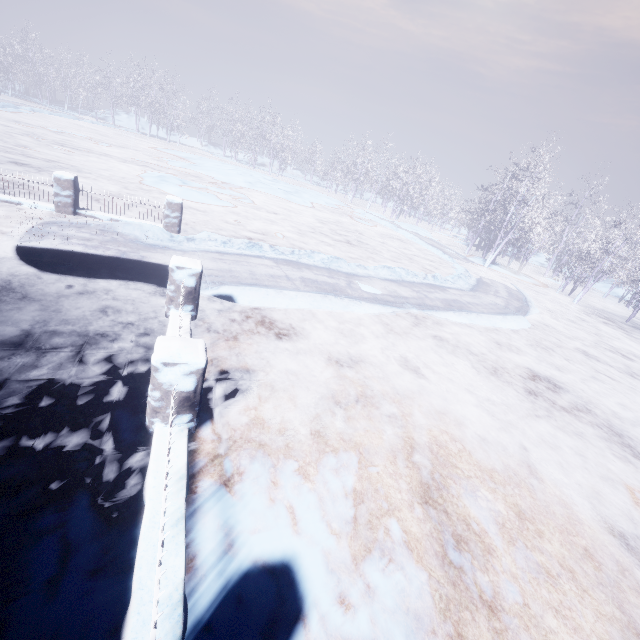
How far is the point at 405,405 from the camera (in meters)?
4.86

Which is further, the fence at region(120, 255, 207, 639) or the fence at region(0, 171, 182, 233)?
the fence at region(0, 171, 182, 233)

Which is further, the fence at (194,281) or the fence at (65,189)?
the fence at (65,189)
